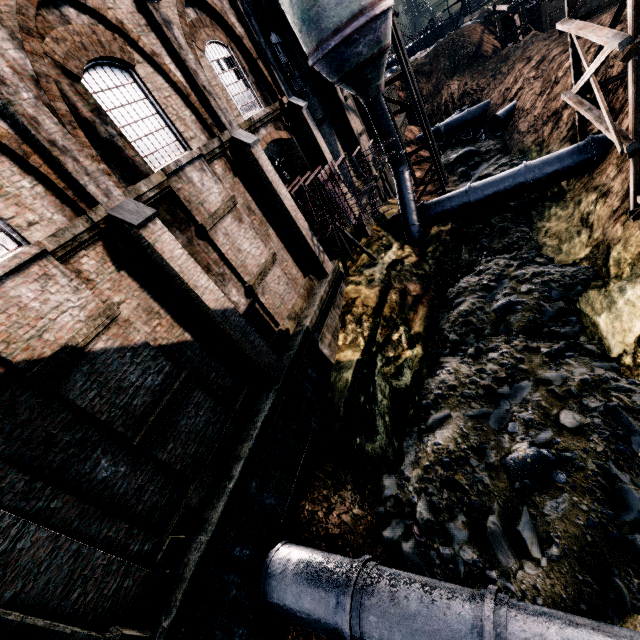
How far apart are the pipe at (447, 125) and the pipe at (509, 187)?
16.6m

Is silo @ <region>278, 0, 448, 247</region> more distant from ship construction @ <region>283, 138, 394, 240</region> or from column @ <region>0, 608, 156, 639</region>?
column @ <region>0, 608, 156, 639</region>

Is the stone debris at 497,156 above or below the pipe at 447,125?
below

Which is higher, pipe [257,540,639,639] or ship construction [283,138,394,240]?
ship construction [283,138,394,240]

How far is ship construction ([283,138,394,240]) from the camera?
13.9 meters

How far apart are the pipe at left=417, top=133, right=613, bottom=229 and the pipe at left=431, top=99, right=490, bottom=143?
16.57m

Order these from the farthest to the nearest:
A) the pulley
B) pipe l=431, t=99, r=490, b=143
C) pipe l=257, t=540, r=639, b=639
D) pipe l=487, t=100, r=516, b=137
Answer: pipe l=431, t=99, r=490, b=143 → pipe l=487, t=100, r=516, b=137 → the pulley → pipe l=257, t=540, r=639, b=639

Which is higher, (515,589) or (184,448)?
(184,448)
